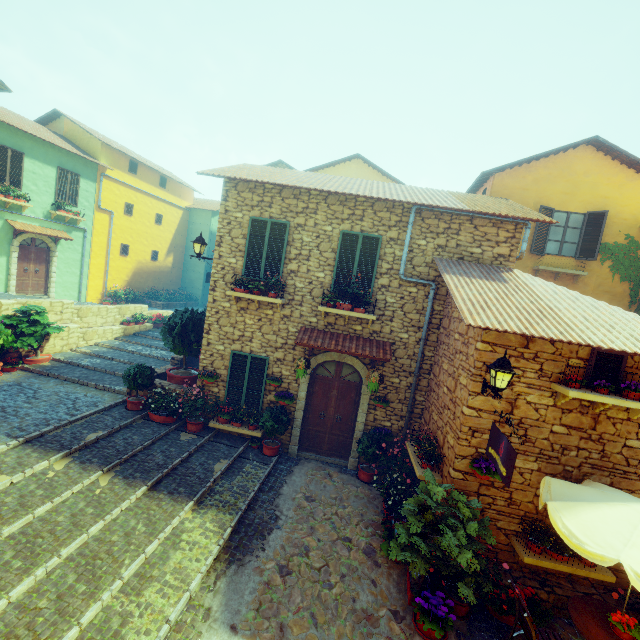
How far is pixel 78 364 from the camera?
11.3m

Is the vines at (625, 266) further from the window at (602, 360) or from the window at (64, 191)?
the window at (64, 191)

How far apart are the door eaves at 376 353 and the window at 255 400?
1.08m

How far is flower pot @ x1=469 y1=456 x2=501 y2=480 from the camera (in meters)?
5.72

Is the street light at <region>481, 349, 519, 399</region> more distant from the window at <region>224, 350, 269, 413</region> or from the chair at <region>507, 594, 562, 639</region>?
the window at <region>224, 350, 269, 413</region>

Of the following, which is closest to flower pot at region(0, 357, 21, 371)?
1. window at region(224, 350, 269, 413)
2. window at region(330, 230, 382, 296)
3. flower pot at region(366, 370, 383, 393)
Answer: window at region(224, 350, 269, 413)

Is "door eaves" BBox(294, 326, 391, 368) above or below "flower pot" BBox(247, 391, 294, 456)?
above

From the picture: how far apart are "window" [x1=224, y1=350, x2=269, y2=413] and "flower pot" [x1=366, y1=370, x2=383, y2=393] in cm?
275
